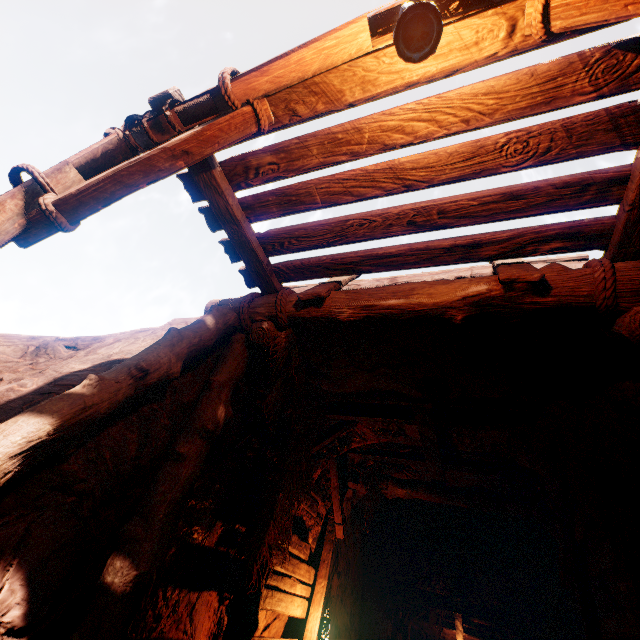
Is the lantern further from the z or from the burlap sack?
the burlap sack

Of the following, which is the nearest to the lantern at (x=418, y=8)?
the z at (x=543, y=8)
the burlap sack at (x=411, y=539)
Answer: the z at (x=543, y=8)

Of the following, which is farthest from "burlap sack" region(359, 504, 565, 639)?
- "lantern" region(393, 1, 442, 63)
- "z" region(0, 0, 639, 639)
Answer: "lantern" region(393, 1, 442, 63)

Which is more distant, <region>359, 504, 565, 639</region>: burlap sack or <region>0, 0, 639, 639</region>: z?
<region>359, 504, 565, 639</region>: burlap sack

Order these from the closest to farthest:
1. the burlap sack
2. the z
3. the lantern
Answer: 1. the lantern
2. the z
3. the burlap sack

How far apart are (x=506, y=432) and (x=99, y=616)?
5.6 meters

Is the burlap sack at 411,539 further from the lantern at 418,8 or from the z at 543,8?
the lantern at 418,8
